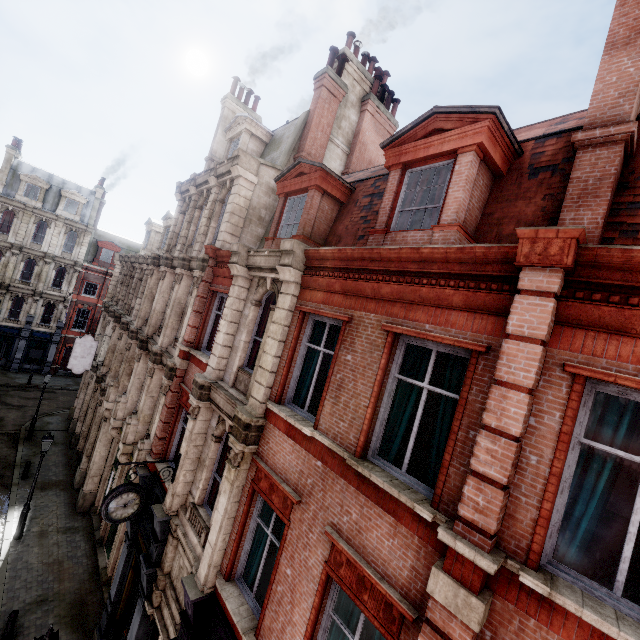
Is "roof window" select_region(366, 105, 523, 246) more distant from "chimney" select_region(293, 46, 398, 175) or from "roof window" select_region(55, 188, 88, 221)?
"roof window" select_region(55, 188, 88, 221)

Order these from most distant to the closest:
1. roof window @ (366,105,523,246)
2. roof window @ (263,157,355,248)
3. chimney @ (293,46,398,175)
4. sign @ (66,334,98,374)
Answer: sign @ (66,334,98,374) < chimney @ (293,46,398,175) < roof window @ (263,157,355,248) < roof window @ (366,105,523,246)

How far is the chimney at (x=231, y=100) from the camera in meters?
17.8

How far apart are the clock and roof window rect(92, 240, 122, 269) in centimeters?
3584cm

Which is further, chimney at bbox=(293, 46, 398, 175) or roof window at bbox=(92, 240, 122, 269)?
roof window at bbox=(92, 240, 122, 269)

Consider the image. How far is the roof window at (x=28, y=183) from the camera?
31.6 meters

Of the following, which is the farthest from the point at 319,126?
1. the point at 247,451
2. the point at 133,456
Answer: the point at 133,456

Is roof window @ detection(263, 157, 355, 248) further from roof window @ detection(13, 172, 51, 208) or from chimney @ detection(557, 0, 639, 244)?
roof window @ detection(13, 172, 51, 208)
